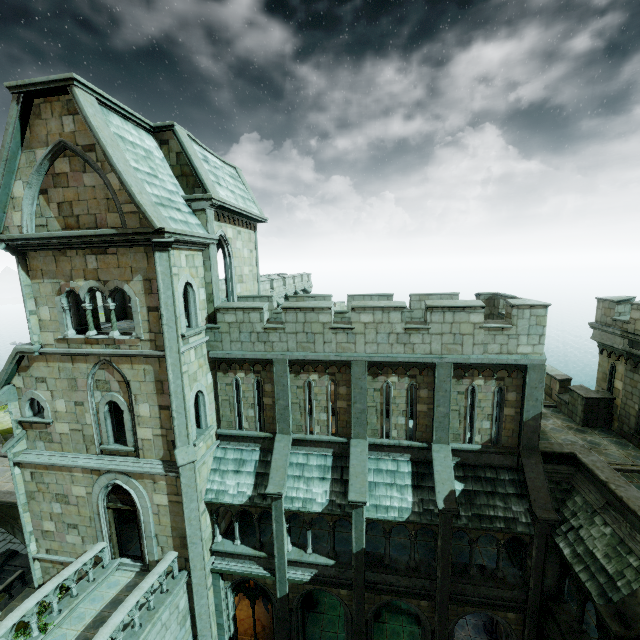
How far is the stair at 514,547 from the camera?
13.55m

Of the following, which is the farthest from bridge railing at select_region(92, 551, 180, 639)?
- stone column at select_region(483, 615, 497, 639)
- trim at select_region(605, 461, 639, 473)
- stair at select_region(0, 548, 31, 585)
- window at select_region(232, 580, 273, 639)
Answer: trim at select_region(605, 461, 639, 473)

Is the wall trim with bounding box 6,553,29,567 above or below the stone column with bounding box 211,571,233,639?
below

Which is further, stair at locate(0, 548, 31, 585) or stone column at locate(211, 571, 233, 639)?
stair at locate(0, 548, 31, 585)

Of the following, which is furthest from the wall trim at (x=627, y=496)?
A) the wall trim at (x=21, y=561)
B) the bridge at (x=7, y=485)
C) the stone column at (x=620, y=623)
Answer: the wall trim at (x=21, y=561)

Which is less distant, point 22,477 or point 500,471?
point 500,471

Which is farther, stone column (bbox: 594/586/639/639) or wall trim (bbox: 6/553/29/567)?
wall trim (bbox: 6/553/29/567)

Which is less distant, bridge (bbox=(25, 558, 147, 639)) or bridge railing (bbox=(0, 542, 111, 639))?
bridge railing (bbox=(0, 542, 111, 639))
